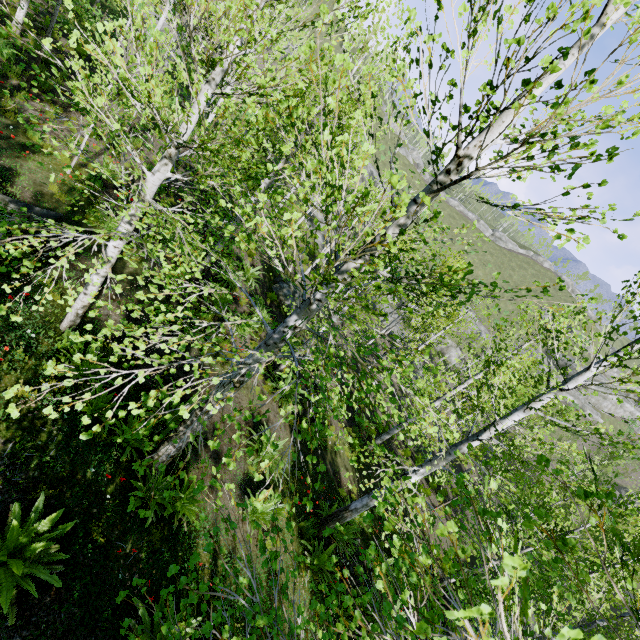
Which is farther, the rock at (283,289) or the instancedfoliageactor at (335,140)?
the rock at (283,289)

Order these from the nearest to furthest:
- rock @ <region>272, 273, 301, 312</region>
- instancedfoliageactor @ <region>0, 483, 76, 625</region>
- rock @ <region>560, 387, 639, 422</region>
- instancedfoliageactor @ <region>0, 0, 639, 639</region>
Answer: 1. instancedfoliageactor @ <region>0, 0, 639, 639</region>
2. instancedfoliageactor @ <region>0, 483, 76, 625</region>
3. rock @ <region>272, 273, 301, 312</region>
4. rock @ <region>560, 387, 639, 422</region>

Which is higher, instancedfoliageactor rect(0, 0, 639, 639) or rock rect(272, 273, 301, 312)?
instancedfoliageactor rect(0, 0, 639, 639)

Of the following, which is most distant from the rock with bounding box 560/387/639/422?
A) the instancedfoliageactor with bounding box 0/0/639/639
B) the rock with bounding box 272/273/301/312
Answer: the rock with bounding box 272/273/301/312

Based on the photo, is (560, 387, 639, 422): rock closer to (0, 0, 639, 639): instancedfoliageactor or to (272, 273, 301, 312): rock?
(0, 0, 639, 639): instancedfoliageactor

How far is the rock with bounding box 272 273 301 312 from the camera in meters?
16.5 m

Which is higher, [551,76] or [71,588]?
[551,76]
